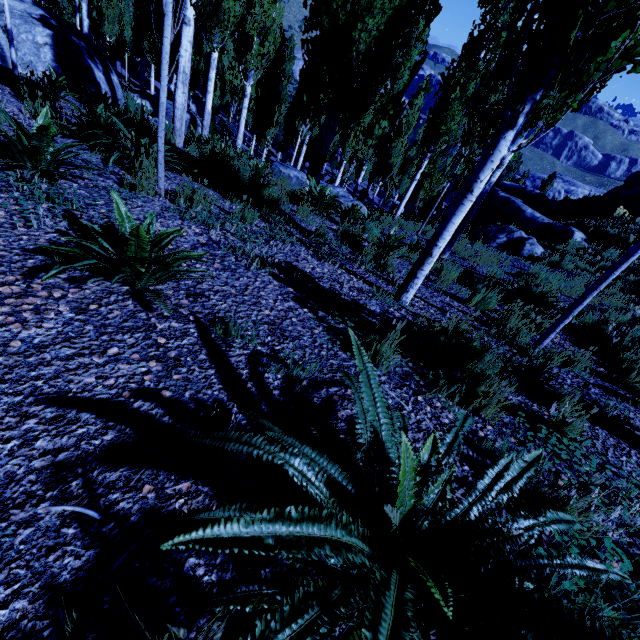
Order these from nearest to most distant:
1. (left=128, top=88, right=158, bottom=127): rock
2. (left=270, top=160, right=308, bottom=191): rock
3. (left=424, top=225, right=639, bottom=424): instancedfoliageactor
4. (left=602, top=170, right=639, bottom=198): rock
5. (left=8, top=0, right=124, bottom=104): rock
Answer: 1. (left=424, top=225, right=639, bottom=424): instancedfoliageactor
2. (left=8, top=0, right=124, bottom=104): rock
3. (left=270, top=160, right=308, bottom=191): rock
4. (left=128, top=88, right=158, bottom=127): rock
5. (left=602, top=170, right=639, bottom=198): rock

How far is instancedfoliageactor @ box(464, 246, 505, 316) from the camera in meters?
5.2

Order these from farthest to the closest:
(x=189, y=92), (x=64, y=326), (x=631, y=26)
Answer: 1. (x=189, y=92)
2. (x=631, y=26)
3. (x=64, y=326)

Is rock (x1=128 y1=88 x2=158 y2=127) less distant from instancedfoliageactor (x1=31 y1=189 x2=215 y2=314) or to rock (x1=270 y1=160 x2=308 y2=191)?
instancedfoliageactor (x1=31 y1=189 x2=215 y2=314)

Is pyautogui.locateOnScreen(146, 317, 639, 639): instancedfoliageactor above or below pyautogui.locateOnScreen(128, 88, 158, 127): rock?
above

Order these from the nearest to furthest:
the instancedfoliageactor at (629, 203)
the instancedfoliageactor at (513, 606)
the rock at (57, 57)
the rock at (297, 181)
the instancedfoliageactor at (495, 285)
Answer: the instancedfoliageactor at (513, 606), the instancedfoliageactor at (495, 285), the rock at (57, 57), the rock at (297, 181), the instancedfoliageactor at (629, 203)

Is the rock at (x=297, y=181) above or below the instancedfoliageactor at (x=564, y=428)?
below

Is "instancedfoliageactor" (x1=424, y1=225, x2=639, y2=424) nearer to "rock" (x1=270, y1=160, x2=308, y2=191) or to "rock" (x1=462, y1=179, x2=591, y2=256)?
"rock" (x1=270, y1=160, x2=308, y2=191)
